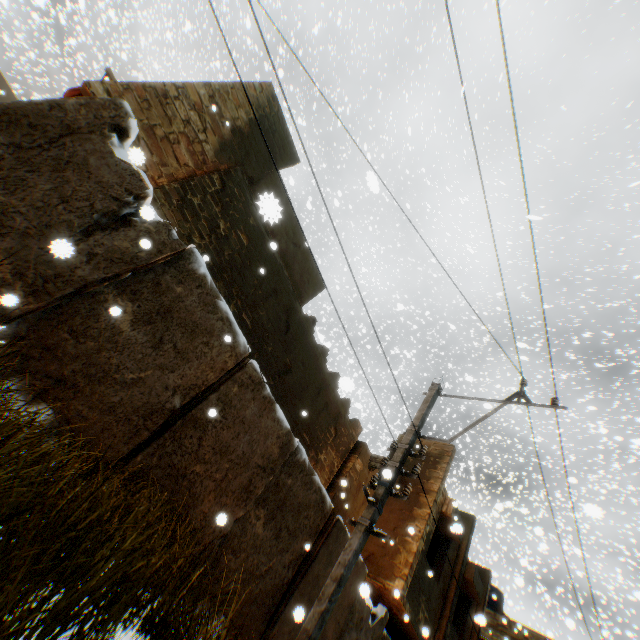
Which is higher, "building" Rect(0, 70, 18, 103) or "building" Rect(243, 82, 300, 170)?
"building" Rect(0, 70, 18, 103)

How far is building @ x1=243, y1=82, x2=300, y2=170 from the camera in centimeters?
842cm

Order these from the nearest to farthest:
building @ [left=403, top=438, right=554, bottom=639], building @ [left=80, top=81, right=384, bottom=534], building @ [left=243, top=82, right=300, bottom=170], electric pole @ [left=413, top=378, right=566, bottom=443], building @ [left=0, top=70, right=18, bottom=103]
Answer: electric pole @ [left=413, top=378, right=566, bottom=443], building @ [left=80, top=81, right=384, bottom=534], building @ [left=243, top=82, right=300, bottom=170], building @ [left=403, top=438, right=554, bottom=639], building @ [left=0, top=70, right=18, bottom=103]

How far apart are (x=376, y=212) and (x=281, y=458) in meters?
35.1 m

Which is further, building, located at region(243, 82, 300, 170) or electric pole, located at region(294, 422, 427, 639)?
building, located at region(243, 82, 300, 170)

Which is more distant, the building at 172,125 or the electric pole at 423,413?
the building at 172,125

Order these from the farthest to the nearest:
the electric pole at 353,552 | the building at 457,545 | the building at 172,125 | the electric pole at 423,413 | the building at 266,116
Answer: the building at 457,545
the building at 266,116
the building at 172,125
the electric pole at 423,413
the electric pole at 353,552
